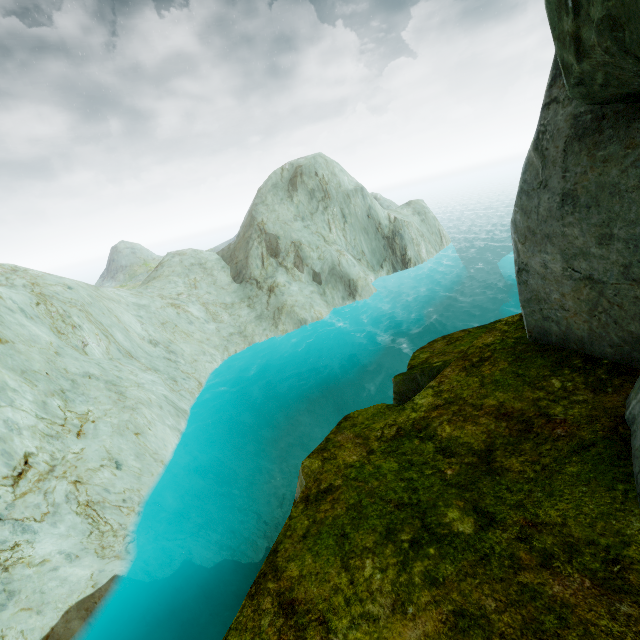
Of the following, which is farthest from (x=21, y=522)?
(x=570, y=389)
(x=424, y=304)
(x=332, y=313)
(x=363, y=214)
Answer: (x=363, y=214)
